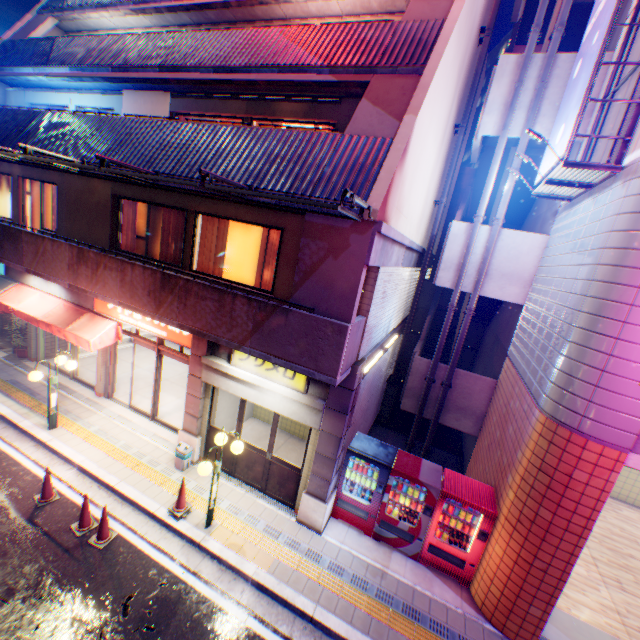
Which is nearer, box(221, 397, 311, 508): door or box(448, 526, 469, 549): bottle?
box(448, 526, 469, 549): bottle

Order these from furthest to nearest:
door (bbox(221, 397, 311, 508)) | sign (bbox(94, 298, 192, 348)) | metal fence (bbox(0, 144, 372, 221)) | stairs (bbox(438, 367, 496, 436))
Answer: stairs (bbox(438, 367, 496, 436)) < sign (bbox(94, 298, 192, 348)) < door (bbox(221, 397, 311, 508)) < metal fence (bbox(0, 144, 372, 221))

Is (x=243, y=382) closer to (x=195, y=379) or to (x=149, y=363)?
(x=195, y=379)

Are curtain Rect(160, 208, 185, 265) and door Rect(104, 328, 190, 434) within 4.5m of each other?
yes

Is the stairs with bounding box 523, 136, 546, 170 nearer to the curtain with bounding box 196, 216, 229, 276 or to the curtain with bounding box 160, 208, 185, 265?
the curtain with bounding box 196, 216, 229, 276

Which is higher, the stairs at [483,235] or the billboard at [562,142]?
the billboard at [562,142]

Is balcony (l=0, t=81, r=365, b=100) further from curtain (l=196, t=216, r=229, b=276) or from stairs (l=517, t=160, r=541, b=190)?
curtain (l=196, t=216, r=229, b=276)

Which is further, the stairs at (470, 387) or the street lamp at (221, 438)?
the stairs at (470, 387)
